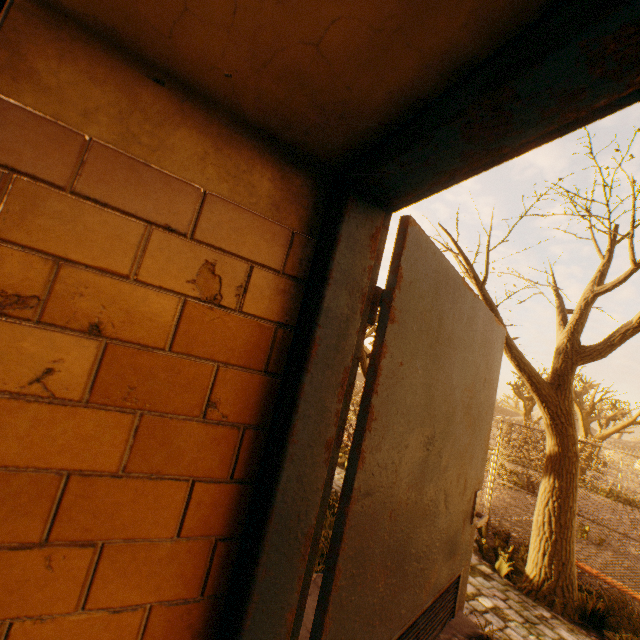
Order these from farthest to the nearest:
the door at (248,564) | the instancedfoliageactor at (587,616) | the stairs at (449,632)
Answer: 1. the instancedfoliageactor at (587,616)
2. the stairs at (449,632)
3. the door at (248,564)

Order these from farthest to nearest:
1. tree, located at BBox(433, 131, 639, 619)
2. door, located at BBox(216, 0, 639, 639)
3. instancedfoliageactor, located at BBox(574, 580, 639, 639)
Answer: tree, located at BBox(433, 131, 639, 619) < instancedfoliageactor, located at BBox(574, 580, 639, 639) < door, located at BBox(216, 0, 639, 639)

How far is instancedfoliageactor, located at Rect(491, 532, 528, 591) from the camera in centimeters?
611cm

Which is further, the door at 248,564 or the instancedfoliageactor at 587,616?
the instancedfoliageactor at 587,616

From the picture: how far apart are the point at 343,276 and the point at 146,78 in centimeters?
69cm

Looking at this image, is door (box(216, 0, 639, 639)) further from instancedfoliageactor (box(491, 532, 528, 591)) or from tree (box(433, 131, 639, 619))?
instancedfoliageactor (box(491, 532, 528, 591))

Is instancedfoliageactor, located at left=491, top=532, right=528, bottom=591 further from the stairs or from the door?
the door

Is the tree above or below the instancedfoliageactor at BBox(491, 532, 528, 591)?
above
